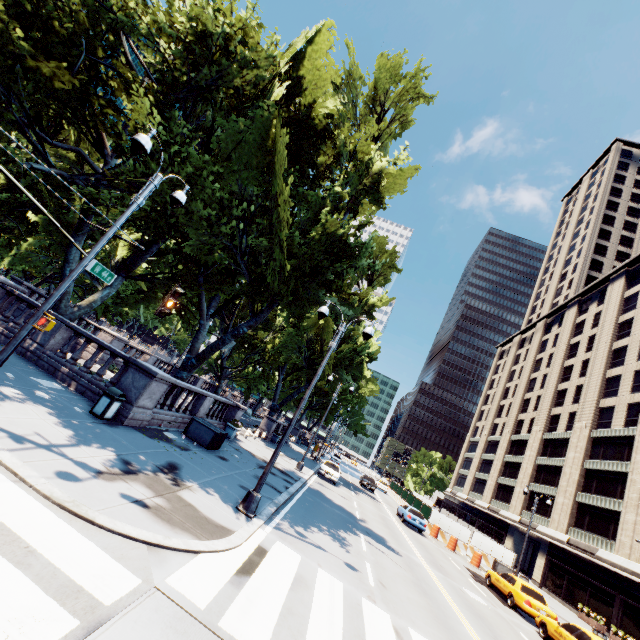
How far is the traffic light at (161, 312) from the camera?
7.6m

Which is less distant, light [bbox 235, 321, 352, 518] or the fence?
light [bbox 235, 321, 352, 518]

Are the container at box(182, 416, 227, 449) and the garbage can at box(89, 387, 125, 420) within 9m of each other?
yes

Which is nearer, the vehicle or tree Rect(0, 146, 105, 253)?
tree Rect(0, 146, 105, 253)

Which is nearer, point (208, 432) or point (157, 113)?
point (157, 113)

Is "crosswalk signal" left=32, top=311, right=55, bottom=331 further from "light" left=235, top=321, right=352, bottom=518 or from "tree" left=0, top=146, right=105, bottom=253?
"tree" left=0, top=146, right=105, bottom=253

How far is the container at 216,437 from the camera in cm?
1467

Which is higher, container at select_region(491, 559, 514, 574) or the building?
the building
